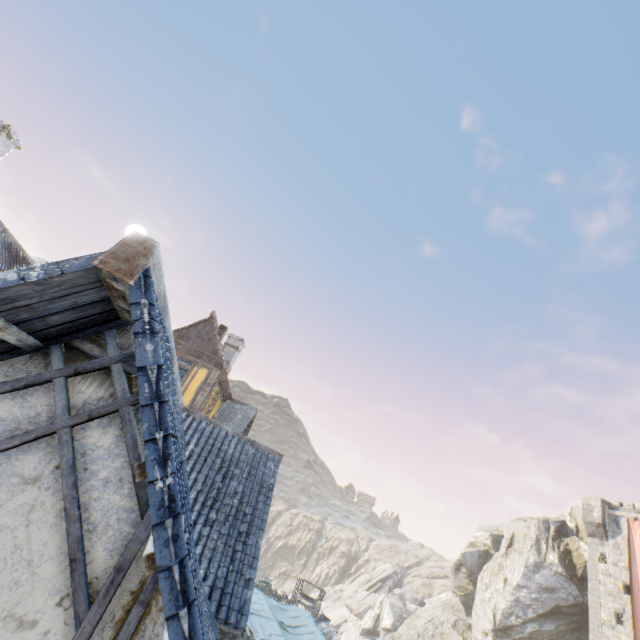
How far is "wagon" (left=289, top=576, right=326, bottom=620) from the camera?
19.36m

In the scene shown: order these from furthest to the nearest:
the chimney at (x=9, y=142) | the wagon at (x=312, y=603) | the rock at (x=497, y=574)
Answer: the rock at (x=497, y=574) → the wagon at (x=312, y=603) → the chimney at (x=9, y=142)

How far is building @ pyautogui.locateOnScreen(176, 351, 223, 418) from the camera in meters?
17.7

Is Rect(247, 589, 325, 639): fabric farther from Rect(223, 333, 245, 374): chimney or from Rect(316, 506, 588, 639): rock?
Rect(223, 333, 245, 374): chimney

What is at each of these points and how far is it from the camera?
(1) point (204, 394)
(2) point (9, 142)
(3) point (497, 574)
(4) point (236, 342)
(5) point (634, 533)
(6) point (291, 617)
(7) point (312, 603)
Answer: (1) building, 17.88m
(2) chimney, 11.54m
(3) rock, 30.95m
(4) chimney, 26.69m
(5) flag, 22.97m
(6) fabric, 8.54m
(7) wagon, 20.59m

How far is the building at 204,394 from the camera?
17.7 meters

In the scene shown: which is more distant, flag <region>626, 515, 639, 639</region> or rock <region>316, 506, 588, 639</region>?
rock <region>316, 506, 588, 639</region>

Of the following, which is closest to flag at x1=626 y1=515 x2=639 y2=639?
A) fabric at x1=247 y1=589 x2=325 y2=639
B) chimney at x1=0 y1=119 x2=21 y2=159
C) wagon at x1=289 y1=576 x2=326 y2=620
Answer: fabric at x1=247 y1=589 x2=325 y2=639
